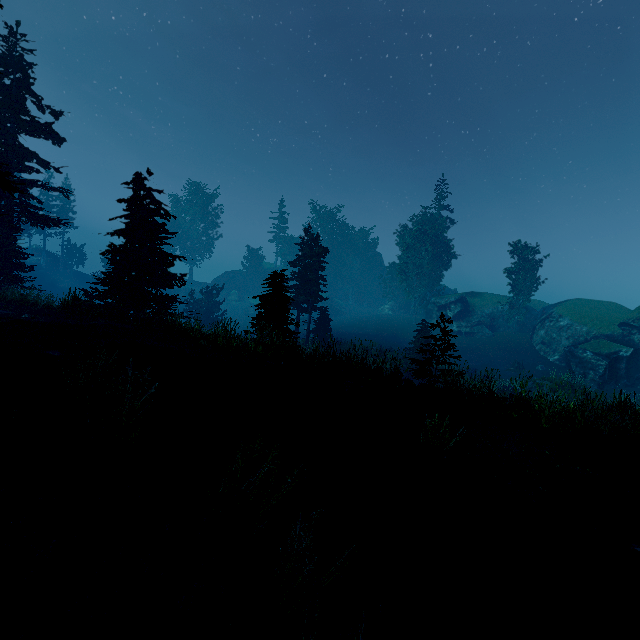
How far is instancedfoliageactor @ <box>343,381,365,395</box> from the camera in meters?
8.6

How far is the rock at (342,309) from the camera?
56.12m

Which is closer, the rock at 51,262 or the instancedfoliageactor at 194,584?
the instancedfoliageactor at 194,584

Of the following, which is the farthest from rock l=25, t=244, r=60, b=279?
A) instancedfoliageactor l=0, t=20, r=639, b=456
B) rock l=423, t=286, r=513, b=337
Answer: rock l=423, t=286, r=513, b=337

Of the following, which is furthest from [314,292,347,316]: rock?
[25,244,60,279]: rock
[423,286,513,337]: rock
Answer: [25,244,60,279]: rock

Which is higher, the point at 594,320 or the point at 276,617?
the point at 594,320

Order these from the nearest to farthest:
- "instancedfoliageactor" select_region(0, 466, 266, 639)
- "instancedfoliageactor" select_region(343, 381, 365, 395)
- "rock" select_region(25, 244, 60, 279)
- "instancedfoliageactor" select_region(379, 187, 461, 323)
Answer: "instancedfoliageactor" select_region(0, 466, 266, 639), "instancedfoliageactor" select_region(343, 381, 365, 395), "instancedfoliageactor" select_region(379, 187, 461, 323), "rock" select_region(25, 244, 60, 279)

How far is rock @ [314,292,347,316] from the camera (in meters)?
56.12
